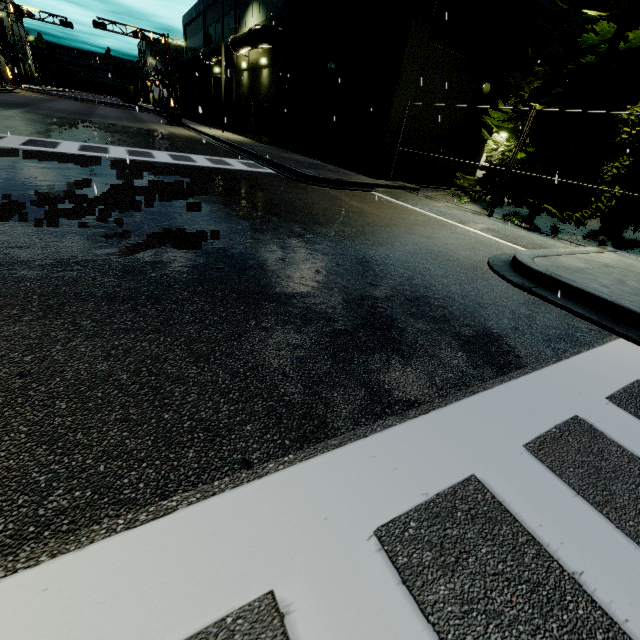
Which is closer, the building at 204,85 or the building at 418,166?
the building at 418,166

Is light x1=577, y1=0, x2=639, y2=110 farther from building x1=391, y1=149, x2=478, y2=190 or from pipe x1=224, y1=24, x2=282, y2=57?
pipe x1=224, y1=24, x2=282, y2=57

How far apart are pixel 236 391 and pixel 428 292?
3.2m

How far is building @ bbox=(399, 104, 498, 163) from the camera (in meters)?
13.67

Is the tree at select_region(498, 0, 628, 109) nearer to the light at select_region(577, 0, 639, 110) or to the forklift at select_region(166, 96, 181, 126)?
the light at select_region(577, 0, 639, 110)

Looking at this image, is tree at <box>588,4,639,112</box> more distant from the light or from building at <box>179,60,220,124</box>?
building at <box>179,60,220,124</box>

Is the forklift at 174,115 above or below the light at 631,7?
below

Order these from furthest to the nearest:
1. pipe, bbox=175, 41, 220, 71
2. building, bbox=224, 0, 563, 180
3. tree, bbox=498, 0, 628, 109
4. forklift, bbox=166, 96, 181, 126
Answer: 1. forklift, bbox=166, 96, 181, 126
2. pipe, bbox=175, 41, 220, 71
3. building, bbox=224, 0, 563, 180
4. tree, bbox=498, 0, 628, 109
